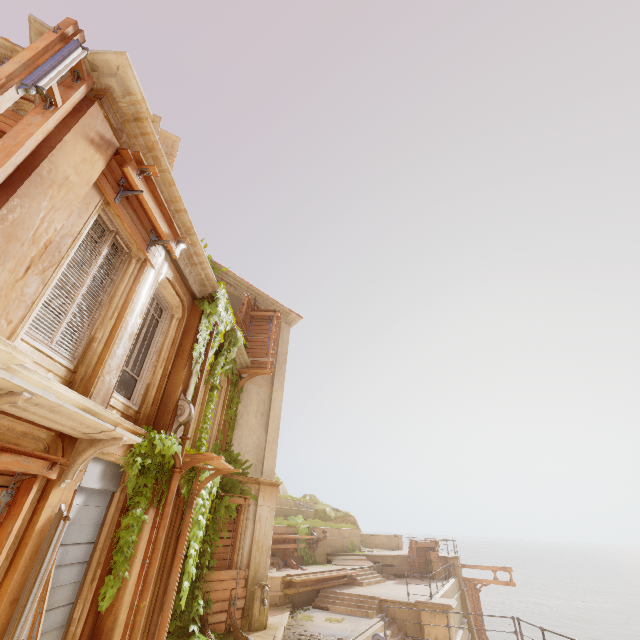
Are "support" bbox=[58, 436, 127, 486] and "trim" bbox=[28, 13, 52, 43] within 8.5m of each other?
yes

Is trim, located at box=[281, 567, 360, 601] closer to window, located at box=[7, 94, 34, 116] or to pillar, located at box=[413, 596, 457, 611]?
pillar, located at box=[413, 596, 457, 611]

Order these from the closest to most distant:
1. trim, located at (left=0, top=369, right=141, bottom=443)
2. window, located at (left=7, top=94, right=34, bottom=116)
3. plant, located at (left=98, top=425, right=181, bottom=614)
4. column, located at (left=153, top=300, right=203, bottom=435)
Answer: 1. trim, located at (left=0, top=369, right=141, bottom=443)
2. plant, located at (left=98, top=425, right=181, bottom=614)
3. column, located at (left=153, top=300, right=203, bottom=435)
4. window, located at (left=7, top=94, right=34, bottom=116)

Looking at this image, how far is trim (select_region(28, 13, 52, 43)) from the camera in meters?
4.6

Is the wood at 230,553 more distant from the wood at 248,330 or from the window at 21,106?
the window at 21,106

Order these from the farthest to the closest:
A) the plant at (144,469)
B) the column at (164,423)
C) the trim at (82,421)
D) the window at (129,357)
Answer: the column at (164,423)
the plant at (144,469)
the window at (129,357)
the trim at (82,421)

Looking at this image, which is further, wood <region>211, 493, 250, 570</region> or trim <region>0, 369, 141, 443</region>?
wood <region>211, 493, 250, 570</region>

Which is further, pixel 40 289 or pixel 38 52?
pixel 40 289
